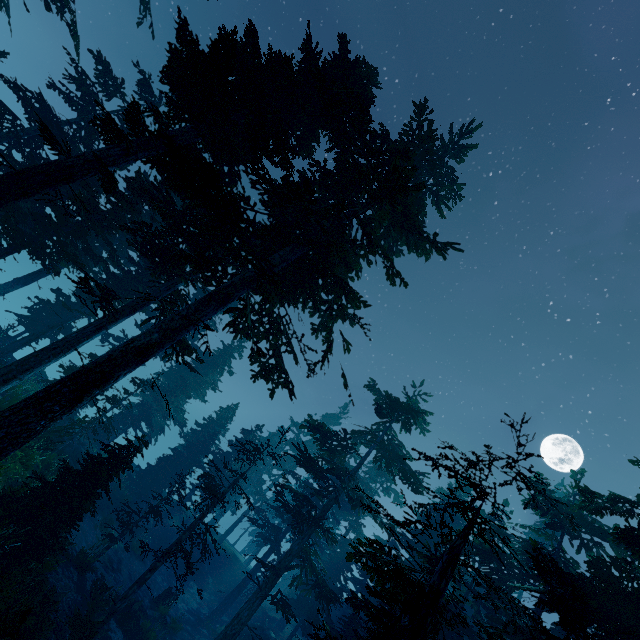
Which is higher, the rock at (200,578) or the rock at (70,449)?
the rock at (70,449)

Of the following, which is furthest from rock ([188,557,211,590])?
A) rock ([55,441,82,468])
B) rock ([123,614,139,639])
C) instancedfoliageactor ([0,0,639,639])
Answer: rock ([55,441,82,468])

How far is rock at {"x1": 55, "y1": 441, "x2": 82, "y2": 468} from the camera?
19.09m

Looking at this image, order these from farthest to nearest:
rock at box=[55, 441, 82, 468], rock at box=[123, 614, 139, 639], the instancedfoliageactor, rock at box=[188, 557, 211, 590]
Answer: rock at box=[188, 557, 211, 590], rock at box=[55, 441, 82, 468], rock at box=[123, 614, 139, 639], the instancedfoliageactor

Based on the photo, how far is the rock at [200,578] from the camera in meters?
29.9

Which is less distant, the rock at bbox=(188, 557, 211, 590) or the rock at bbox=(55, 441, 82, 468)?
the rock at bbox=(55, 441, 82, 468)

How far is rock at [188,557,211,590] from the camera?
29.9 meters

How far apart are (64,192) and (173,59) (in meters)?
14.07
